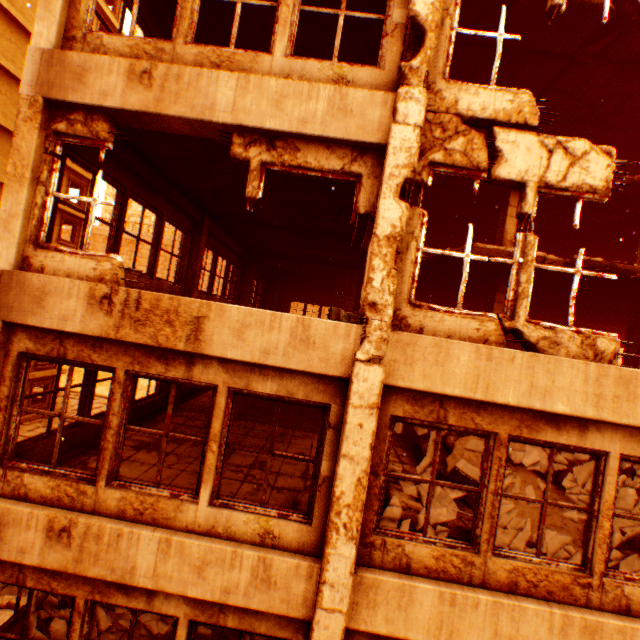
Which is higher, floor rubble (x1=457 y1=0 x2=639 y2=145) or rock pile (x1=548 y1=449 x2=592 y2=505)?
floor rubble (x1=457 y1=0 x2=639 y2=145)

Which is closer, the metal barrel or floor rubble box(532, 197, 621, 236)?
the metal barrel

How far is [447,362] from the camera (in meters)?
3.97

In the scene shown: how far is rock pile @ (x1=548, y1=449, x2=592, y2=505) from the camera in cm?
581

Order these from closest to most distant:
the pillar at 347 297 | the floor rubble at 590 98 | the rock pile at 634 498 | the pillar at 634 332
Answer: the rock pile at 634 498 → the floor rubble at 590 98 → the pillar at 634 332 → the pillar at 347 297

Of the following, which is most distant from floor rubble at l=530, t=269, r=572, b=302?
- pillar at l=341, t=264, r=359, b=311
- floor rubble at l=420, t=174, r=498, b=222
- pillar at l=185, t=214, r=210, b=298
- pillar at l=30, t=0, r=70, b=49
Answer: pillar at l=185, t=214, r=210, b=298

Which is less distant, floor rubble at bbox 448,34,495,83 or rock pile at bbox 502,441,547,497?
rock pile at bbox 502,441,547,497

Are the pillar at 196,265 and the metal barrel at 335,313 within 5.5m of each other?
yes
